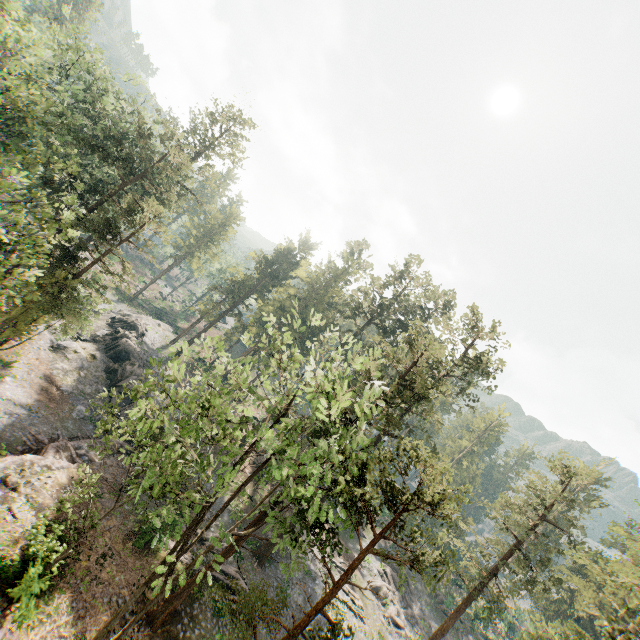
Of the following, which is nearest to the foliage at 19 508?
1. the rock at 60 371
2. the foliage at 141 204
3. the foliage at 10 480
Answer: the foliage at 10 480

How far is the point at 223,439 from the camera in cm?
1423

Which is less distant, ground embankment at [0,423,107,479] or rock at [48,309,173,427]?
ground embankment at [0,423,107,479]

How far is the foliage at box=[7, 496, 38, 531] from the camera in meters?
17.8

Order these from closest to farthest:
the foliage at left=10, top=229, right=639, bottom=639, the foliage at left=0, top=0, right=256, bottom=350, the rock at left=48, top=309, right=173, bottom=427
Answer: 1. the foliage at left=10, top=229, right=639, bottom=639
2. the foliage at left=0, top=0, right=256, bottom=350
3. the rock at left=48, top=309, right=173, bottom=427

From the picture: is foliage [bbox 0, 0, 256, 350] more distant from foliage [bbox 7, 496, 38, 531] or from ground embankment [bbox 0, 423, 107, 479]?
foliage [bbox 7, 496, 38, 531]

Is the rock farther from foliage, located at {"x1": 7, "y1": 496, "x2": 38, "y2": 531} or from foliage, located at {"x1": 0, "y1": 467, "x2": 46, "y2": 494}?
foliage, located at {"x1": 0, "y1": 467, "x2": 46, "y2": 494}

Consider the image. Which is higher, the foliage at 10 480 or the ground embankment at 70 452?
the foliage at 10 480
